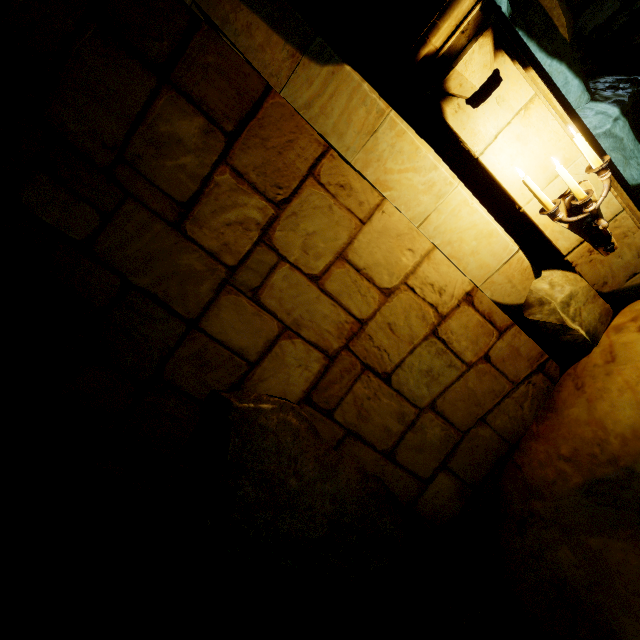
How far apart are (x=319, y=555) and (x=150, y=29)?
3.8 meters

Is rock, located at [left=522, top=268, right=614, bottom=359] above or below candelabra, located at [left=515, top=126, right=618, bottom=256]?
below

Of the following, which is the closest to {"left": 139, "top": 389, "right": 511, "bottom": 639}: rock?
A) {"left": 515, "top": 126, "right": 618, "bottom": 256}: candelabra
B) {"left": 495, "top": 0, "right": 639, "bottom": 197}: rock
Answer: {"left": 515, "top": 126, "right": 618, "bottom": 256}: candelabra

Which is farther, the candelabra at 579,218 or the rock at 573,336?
the rock at 573,336

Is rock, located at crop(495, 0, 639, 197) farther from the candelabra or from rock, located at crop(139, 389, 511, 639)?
the candelabra

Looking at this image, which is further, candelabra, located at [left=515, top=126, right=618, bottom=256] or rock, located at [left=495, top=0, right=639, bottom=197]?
rock, located at [left=495, top=0, right=639, bottom=197]

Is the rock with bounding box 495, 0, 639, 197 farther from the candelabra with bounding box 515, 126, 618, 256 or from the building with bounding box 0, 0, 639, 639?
the candelabra with bounding box 515, 126, 618, 256

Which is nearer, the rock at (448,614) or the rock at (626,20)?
the rock at (448,614)
